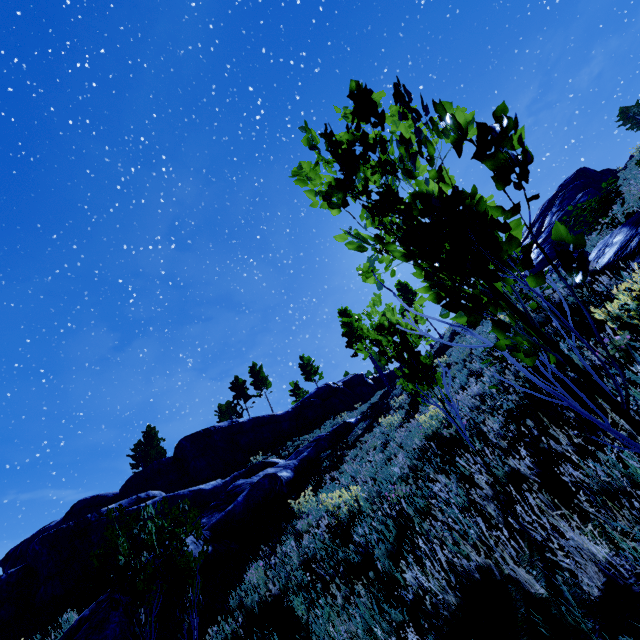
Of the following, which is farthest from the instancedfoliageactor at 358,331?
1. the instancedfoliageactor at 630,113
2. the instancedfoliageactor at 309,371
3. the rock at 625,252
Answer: the instancedfoliageactor at 309,371

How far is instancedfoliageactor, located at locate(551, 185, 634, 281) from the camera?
0.8m

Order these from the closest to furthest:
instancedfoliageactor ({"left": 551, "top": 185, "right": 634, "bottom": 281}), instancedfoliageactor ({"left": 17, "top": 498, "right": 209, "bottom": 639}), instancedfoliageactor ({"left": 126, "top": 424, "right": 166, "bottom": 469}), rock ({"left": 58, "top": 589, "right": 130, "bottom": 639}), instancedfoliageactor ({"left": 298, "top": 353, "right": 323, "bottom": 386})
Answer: instancedfoliageactor ({"left": 551, "top": 185, "right": 634, "bottom": 281})
instancedfoliageactor ({"left": 17, "top": 498, "right": 209, "bottom": 639})
rock ({"left": 58, "top": 589, "right": 130, "bottom": 639})
instancedfoliageactor ({"left": 126, "top": 424, "right": 166, "bottom": 469})
instancedfoliageactor ({"left": 298, "top": 353, "right": 323, "bottom": 386})

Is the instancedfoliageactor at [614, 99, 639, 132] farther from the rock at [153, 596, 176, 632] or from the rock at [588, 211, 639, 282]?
the rock at [153, 596, 176, 632]

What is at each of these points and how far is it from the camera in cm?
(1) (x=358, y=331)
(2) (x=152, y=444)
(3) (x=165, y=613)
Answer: (1) instancedfoliageactor, 368
(2) instancedfoliageactor, 4159
(3) rock, 827

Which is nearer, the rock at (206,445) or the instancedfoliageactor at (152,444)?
the rock at (206,445)

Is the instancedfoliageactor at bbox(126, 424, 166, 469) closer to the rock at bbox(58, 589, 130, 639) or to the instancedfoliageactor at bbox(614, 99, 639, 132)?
the rock at bbox(58, 589, 130, 639)

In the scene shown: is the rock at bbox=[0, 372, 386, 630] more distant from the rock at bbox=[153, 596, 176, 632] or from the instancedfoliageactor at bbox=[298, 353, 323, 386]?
the rock at bbox=[153, 596, 176, 632]
